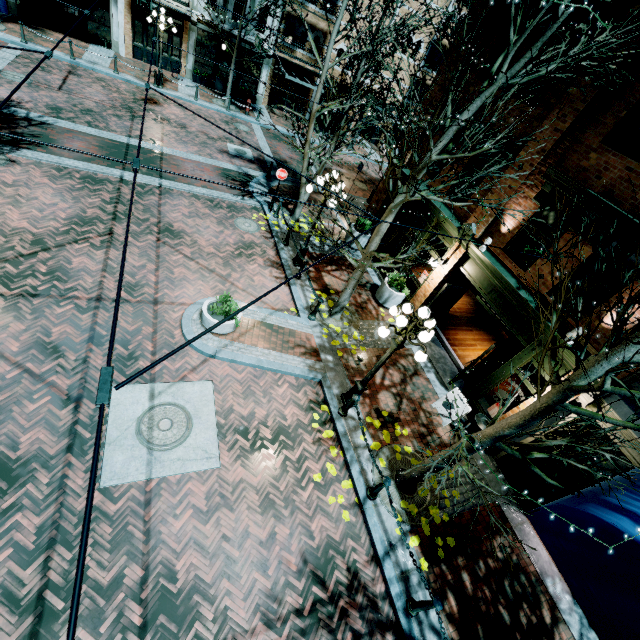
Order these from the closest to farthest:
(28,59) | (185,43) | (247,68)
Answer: (28,59), (185,43), (247,68)

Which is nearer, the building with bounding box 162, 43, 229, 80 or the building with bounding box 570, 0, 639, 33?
the building with bounding box 570, 0, 639, 33

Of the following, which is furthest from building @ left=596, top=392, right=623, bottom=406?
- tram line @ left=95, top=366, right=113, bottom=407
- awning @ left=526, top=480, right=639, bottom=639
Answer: tram line @ left=95, top=366, right=113, bottom=407

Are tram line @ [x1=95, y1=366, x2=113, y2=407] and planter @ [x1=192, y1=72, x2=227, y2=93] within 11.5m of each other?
no

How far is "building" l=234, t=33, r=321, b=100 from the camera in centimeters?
2291cm

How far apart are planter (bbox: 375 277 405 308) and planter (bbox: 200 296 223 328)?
5.6 meters

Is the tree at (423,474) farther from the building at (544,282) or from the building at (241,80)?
the building at (241,80)

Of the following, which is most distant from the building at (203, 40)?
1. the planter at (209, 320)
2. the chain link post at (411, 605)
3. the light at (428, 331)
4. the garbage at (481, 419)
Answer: the chain link post at (411, 605)
